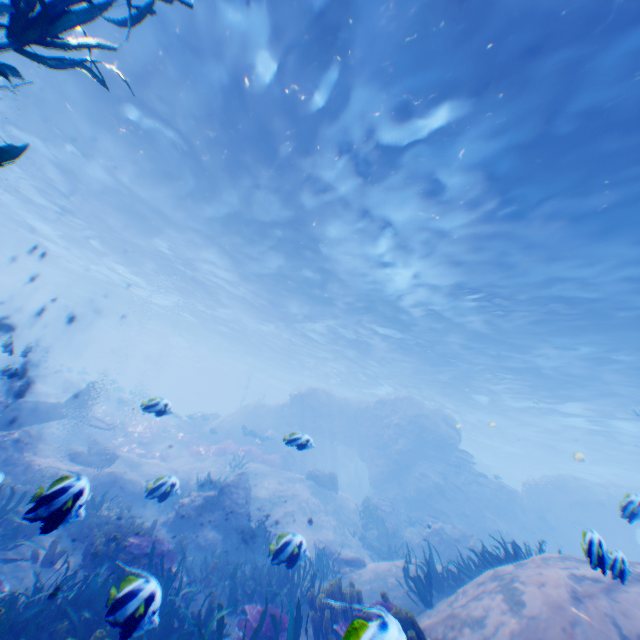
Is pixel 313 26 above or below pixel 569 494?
above

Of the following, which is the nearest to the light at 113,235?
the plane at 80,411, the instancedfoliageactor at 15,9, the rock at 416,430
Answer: the rock at 416,430

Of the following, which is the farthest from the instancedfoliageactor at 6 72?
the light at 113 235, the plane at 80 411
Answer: the light at 113 235

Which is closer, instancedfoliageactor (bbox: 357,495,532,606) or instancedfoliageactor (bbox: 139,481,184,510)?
instancedfoliageactor (bbox: 139,481,184,510)

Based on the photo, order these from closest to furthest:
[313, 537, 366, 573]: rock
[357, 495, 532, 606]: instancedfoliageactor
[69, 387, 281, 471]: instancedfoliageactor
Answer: [357, 495, 532, 606]: instancedfoliageactor → [313, 537, 366, 573]: rock → [69, 387, 281, 471]: instancedfoliageactor

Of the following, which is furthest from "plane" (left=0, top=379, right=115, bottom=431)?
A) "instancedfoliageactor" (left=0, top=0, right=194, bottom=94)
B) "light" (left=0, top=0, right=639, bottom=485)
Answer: "light" (left=0, top=0, right=639, bottom=485)

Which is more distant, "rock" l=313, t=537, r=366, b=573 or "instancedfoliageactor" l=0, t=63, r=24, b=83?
"rock" l=313, t=537, r=366, b=573
